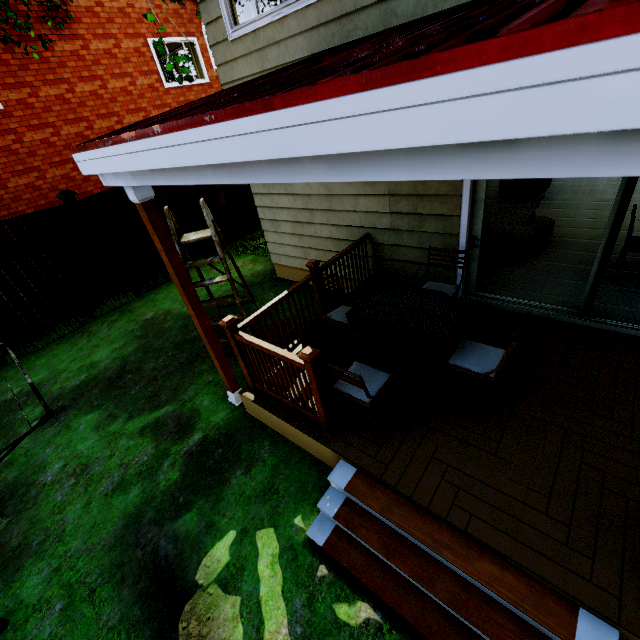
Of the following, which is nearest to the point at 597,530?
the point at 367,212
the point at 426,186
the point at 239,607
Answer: the point at 239,607

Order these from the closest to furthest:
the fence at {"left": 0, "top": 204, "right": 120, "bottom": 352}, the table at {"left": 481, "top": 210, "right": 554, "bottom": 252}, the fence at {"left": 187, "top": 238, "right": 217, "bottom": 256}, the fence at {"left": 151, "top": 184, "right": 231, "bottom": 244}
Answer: the table at {"left": 481, "top": 210, "right": 554, "bottom": 252}
the fence at {"left": 0, "top": 204, "right": 120, "bottom": 352}
the fence at {"left": 151, "top": 184, "right": 231, "bottom": 244}
the fence at {"left": 187, "top": 238, "right": 217, "bottom": 256}

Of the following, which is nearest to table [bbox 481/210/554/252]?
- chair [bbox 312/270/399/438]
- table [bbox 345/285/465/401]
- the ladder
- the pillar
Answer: table [bbox 345/285/465/401]

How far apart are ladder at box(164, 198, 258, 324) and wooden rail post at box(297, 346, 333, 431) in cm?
220

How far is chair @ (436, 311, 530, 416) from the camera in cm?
277

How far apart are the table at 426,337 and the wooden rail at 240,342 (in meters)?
0.59

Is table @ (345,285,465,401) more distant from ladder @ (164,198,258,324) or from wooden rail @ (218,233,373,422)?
ladder @ (164,198,258,324)

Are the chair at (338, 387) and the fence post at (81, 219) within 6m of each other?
no
